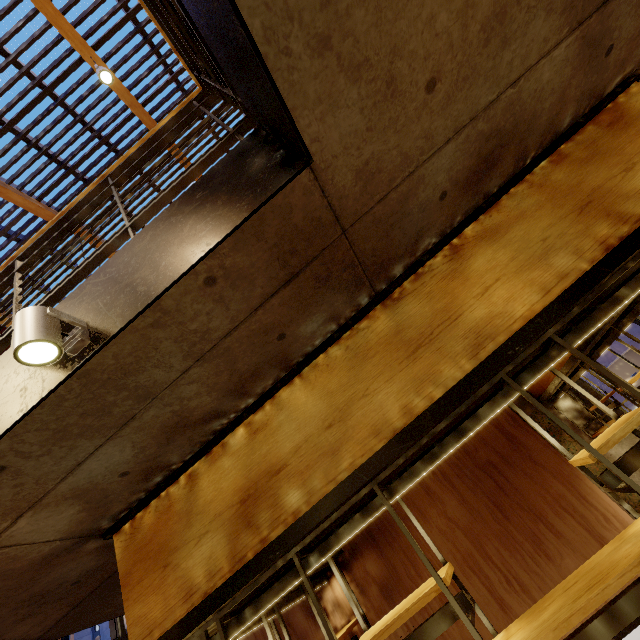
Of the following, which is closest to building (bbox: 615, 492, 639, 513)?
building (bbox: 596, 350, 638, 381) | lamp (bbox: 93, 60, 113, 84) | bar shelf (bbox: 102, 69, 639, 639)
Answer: bar shelf (bbox: 102, 69, 639, 639)

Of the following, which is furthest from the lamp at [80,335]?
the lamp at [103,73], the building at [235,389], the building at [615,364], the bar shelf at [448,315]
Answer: the building at [615,364]

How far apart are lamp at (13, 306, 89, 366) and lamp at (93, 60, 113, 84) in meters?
4.0 m

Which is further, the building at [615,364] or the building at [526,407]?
the building at [615,364]

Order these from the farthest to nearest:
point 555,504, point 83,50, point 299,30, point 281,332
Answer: point 83,50, point 555,504, point 281,332, point 299,30

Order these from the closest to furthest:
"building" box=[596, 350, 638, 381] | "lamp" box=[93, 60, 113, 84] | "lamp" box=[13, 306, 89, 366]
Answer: "lamp" box=[13, 306, 89, 366] → "lamp" box=[93, 60, 113, 84] → "building" box=[596, 350, 638, 381]

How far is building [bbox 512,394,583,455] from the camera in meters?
6.9

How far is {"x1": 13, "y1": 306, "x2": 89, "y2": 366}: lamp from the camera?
1.3 meters
